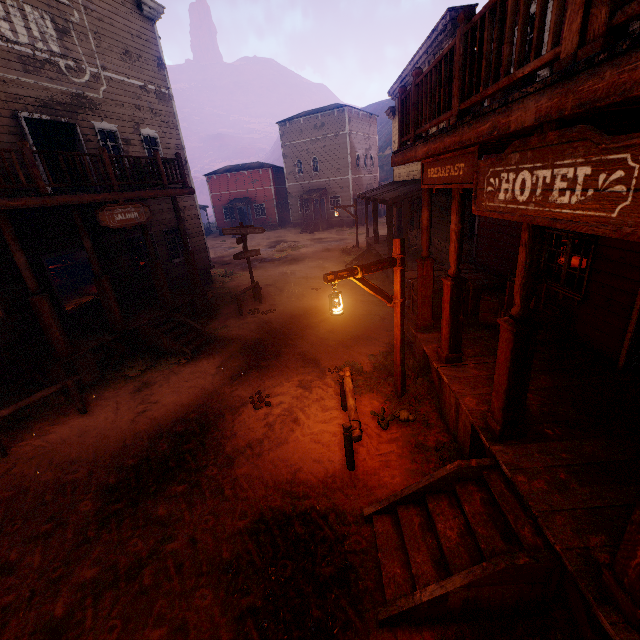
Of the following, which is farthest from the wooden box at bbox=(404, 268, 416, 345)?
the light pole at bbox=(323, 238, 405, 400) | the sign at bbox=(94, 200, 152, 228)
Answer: the sign at bbox=(94, 200, 152, 228)

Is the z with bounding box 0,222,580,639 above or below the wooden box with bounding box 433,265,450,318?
below

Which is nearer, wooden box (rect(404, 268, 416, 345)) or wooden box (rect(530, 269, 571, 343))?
wooden box (rect(530, 269, 571, 343))

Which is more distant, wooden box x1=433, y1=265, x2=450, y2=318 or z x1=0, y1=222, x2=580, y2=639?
wooden box x1=433, y1=265, x2=450, y2=318

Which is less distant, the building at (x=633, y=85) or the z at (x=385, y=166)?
the building at (x=633, y=85)

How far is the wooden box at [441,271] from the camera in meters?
7.9

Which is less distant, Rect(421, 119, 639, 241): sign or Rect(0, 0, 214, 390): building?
Rect(421, 119, 639, 241): sign

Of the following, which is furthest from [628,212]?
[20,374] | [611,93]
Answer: [20,374]
